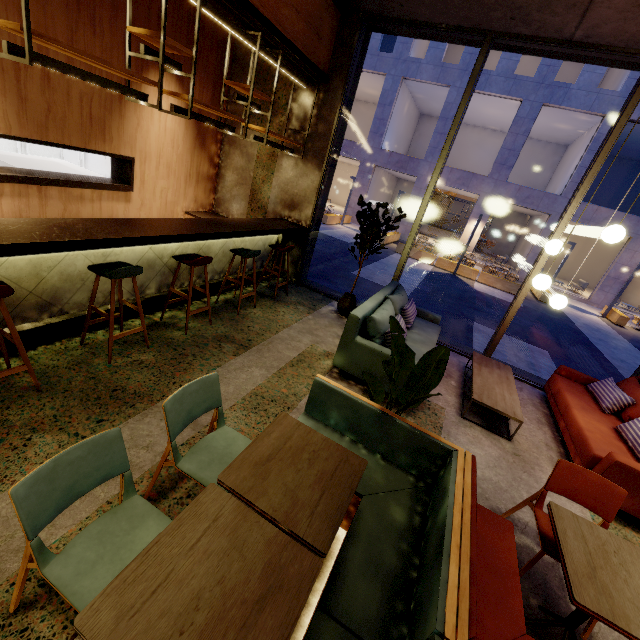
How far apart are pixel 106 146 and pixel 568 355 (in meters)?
11.51

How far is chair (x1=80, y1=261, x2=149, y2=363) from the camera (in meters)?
2.98

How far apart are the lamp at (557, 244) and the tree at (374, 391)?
2.17m

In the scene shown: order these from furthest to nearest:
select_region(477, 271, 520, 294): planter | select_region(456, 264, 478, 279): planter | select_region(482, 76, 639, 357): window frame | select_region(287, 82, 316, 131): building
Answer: select_region(456, 264, 478, 279): planter → select_region(477, 271, 520, 294): planter → select_region(287, 82, 316, 131): building → select_region(482, 76, 639, 357): window frame

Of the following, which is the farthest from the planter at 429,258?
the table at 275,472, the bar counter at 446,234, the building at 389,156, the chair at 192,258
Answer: the table at 275,472

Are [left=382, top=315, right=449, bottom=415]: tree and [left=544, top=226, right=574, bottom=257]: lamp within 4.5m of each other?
yes

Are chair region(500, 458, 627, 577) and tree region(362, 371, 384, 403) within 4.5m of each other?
yes

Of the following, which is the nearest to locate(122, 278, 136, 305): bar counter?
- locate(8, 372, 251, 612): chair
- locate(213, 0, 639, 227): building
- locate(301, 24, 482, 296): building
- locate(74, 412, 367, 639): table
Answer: locate(213, 0, 639, 227): building
